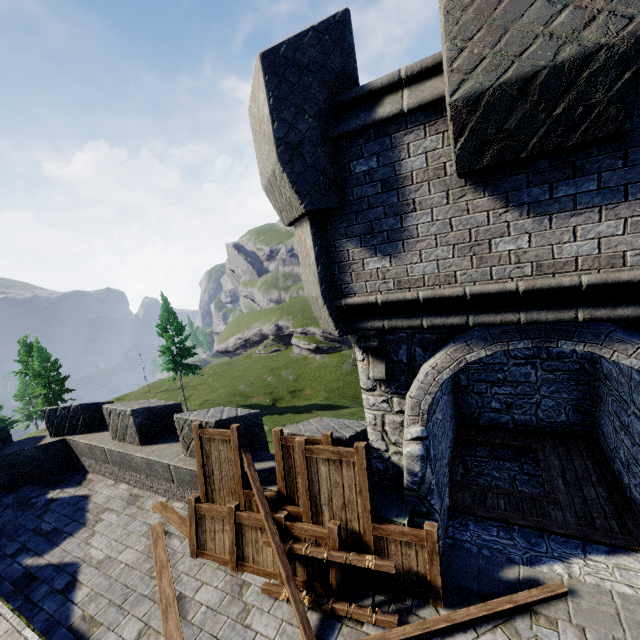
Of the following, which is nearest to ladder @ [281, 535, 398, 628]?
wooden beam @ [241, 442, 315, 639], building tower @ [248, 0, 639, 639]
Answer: wooden beam @ [241, 442, 315, 639]

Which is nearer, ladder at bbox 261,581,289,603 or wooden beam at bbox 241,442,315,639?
wooden beam at bbox 241,442,315,639

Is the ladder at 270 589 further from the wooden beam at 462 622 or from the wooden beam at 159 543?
the wooden beam at 159 543

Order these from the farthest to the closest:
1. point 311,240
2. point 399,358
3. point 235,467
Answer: point 235,467, point 399,358, point 311,240

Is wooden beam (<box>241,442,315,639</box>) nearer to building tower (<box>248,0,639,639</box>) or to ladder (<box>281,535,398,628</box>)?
ladder (<box>281,535,398,628</box>)

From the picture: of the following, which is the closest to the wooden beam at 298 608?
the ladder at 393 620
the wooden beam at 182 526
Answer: the ladder at 393 620

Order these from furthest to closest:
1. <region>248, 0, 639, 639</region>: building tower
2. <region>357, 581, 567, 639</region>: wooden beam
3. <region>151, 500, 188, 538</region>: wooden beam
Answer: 1. <region>151, 500, 188, 538</region>: wooden beam
2. <region>357, 581, 567, 639</region>: wooden beam
3. <region>248, 0, 639, 639</region>: building tower

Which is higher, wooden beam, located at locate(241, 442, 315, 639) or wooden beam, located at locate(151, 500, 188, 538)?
wooden beam, located at locate(241, 442, 315, 639)
